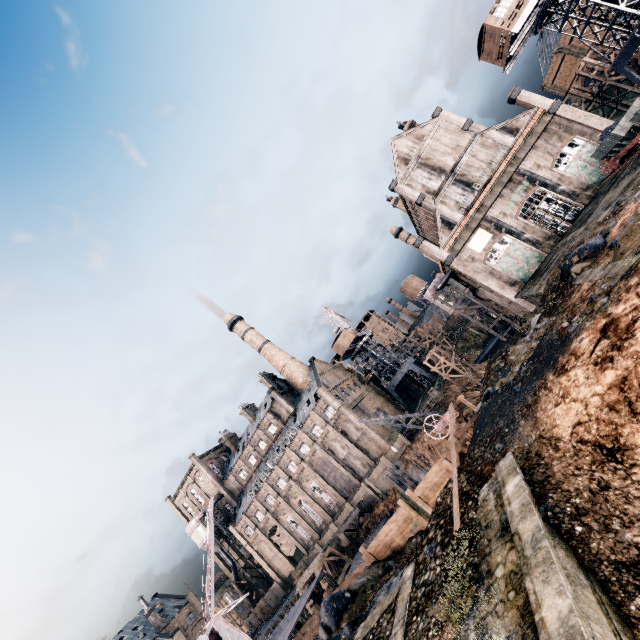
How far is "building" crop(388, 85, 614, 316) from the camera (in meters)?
35.44

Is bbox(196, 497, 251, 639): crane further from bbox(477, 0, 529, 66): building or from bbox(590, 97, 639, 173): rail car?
bbox(477, 0, 529, 66): building

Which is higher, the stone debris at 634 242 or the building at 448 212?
the building at 448 212

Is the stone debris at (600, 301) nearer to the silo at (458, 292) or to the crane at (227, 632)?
the silo at (458, 292)

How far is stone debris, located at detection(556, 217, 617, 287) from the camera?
18.1m

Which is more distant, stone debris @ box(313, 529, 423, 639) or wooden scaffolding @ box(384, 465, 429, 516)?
wooden scaffolding @ box(384, 465, 429, 516)

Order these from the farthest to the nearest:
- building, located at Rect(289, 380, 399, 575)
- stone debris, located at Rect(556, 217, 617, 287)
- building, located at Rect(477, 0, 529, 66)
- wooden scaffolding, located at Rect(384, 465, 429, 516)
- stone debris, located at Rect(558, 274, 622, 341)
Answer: building, located at Rect(289, 380, 399, 575) → wooden scaffolding, located at Rect(384, 465, 429, 516) → building, located at Rect(477, 0, 529, 66) → stone debris, located at Rect(556, 217, 617, 287) → stone debris, located at Rect(558, 274, 622, 341)

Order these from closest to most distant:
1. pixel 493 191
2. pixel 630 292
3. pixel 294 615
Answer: pixel 630 292 → pixel 294 615 → pixel 493 191
